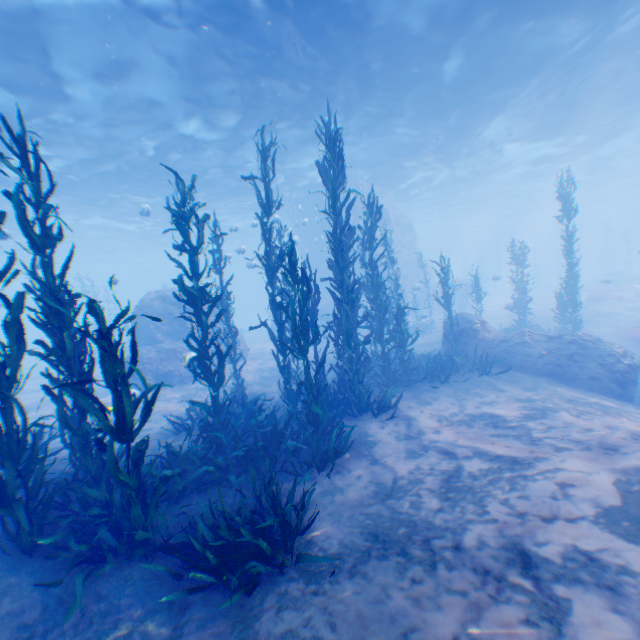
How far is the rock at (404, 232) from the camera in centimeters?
2888cm

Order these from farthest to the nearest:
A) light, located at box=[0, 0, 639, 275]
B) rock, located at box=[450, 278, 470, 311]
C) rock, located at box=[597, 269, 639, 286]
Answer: rock, located at box=[450, 278, 470, 311] → rock, located at box=[597, 269, 639, 286] → light, located at box=[0, 0, 639, 275]

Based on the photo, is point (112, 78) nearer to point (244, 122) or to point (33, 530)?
point (244, 122)

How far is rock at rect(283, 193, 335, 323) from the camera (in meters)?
26.58

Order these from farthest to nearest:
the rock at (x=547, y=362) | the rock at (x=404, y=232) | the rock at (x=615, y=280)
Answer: the rock at (x=404, y=232), the rock at (x=615, y=280), the rock at (x=547, y=362)

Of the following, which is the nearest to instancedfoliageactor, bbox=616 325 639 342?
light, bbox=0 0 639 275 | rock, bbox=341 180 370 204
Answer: rock, bbox=341 180 370 204
